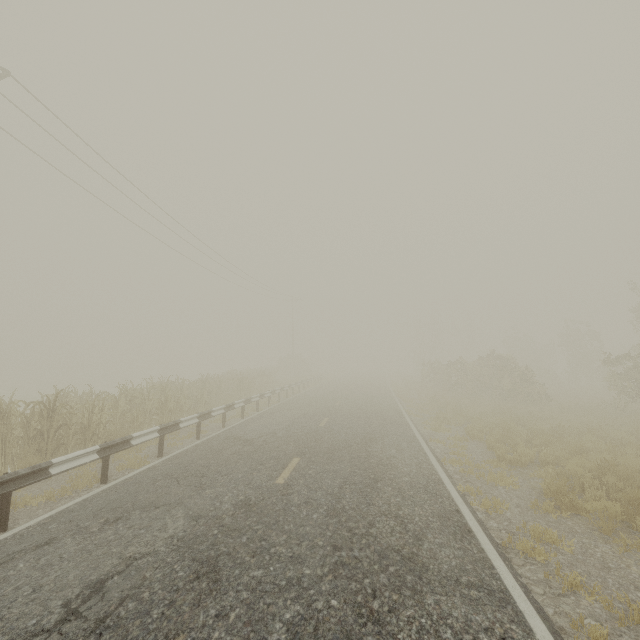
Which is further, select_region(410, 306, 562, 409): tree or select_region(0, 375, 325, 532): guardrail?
select_region(410, 306, 562, 409): tree

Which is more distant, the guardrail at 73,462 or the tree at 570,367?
the tree at 570,367

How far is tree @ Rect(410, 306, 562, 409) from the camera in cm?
2067

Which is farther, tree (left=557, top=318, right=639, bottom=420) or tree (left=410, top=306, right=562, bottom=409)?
tree (left=410, top=306, right=562, bottom=409)

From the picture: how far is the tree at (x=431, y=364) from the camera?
20.7 meters

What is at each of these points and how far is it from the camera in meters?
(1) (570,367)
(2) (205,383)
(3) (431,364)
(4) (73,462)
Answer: (1) tree, 35.9
(2) tree, 17.4
(3) tree, 29.7
(4) guardrail, 6.3

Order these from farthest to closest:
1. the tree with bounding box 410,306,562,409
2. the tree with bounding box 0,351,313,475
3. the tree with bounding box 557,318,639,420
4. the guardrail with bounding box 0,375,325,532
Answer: the tree with bounding box 410,306,562,409
the tree with bounding box 557,318,639,420
the tree with bounding box 0,351,313,475
the guardrail with bounding box 0,375,325,532
